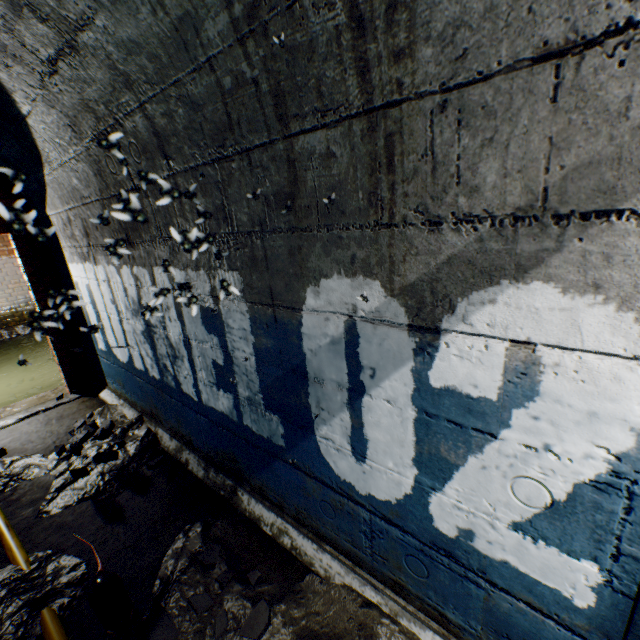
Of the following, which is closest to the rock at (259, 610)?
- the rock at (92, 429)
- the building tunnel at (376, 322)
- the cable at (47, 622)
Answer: the building tunnel at (376, 322)

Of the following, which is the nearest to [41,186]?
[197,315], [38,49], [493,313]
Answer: [38,49]

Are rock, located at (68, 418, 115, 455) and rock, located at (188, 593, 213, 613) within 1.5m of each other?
no

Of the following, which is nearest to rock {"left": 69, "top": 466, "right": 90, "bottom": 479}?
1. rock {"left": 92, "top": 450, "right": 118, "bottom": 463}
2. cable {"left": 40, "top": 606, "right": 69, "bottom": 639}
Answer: rock {"left": 92, "top": 450, "right": 118, "bottom": 463}

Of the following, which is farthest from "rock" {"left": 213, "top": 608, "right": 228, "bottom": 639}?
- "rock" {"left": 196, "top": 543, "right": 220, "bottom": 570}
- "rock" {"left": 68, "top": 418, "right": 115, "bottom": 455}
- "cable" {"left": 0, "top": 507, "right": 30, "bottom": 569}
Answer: "rock" {"left": 68, "top": 418, "right": 115, "bottom": 455}

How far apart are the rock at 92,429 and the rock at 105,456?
0.3 meters

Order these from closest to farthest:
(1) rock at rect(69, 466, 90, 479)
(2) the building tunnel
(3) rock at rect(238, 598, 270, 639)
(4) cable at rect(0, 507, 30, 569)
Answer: (2) the building tunnel
(3) rock at rect(238, 598, 270, 639)
(4) cable at rect(0, 507, 30, 569)
(1) rock at rect(69, 466, 90, 479)

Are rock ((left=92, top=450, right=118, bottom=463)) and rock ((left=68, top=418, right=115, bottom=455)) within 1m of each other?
yes
